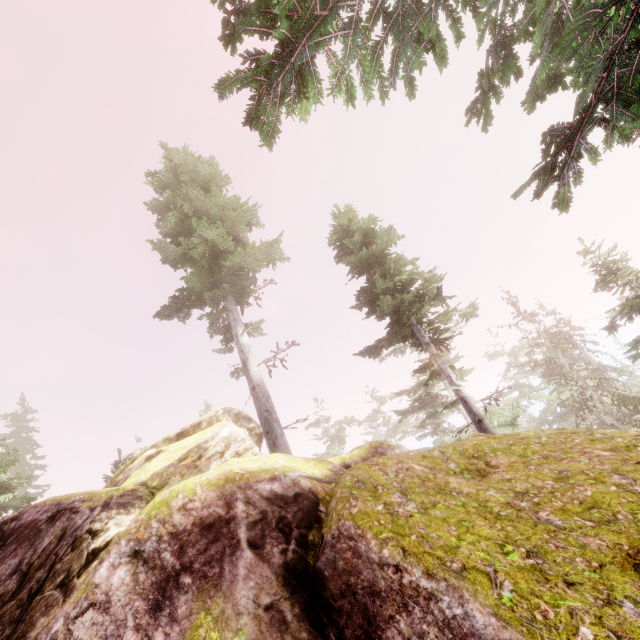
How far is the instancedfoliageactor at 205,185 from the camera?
13.9 meters

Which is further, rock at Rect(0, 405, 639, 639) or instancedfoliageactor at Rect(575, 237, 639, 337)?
instancedfoliageactor at Rect(575, 237, 639, 337)

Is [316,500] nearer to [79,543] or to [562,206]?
[79,543]

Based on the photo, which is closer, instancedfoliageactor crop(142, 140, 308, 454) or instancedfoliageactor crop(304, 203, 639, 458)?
instancedfoliageactor crop(304, 203, 639, 458)

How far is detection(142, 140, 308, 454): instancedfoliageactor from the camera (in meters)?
13.86

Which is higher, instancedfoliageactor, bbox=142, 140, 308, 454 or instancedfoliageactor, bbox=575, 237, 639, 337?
instancedfoliageactor, bbox=142, 140, 308, 454

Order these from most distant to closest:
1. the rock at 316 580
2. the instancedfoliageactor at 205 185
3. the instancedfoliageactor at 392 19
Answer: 1. the instancedfoliageactor at 205 185
2. the instancedfoliageactor at 392 19
3. the rock at 316 580
